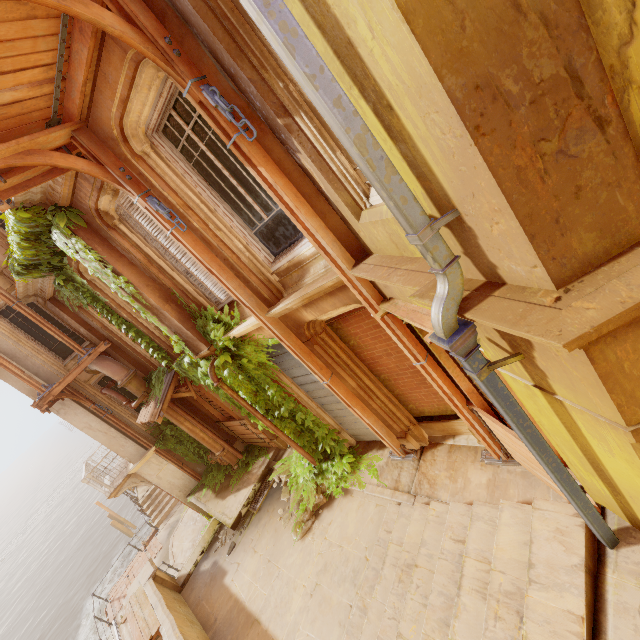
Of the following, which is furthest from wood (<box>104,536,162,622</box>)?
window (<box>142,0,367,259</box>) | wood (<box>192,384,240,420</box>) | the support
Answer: window (<box>142,0,367,259</box>)

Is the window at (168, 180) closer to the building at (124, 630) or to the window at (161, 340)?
the window at (161, 340)

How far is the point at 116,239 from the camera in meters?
6.5

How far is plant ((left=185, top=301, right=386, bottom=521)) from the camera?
7.1m

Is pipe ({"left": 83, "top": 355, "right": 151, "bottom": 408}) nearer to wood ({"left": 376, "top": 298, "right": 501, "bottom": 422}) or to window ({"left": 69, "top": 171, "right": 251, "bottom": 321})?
window ({"left": 69, "top": 171, "right": 251, "bottom": 321})

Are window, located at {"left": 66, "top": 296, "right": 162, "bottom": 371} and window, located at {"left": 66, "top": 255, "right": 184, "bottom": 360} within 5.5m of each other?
yes

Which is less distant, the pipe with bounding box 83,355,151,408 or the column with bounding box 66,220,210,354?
the column with bounding box 66,220,210,354

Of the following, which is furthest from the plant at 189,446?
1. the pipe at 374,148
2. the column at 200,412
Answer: the pipe at 374,148
